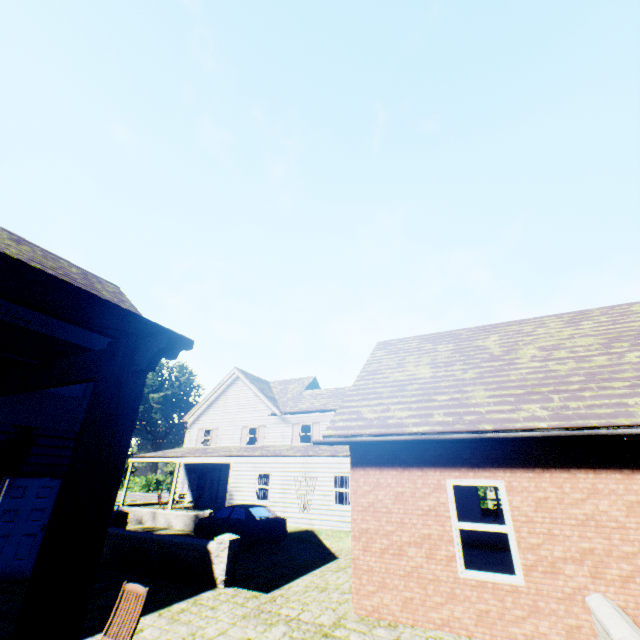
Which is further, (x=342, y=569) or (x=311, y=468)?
(x=311, y=468)

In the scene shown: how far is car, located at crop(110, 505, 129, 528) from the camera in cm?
1506

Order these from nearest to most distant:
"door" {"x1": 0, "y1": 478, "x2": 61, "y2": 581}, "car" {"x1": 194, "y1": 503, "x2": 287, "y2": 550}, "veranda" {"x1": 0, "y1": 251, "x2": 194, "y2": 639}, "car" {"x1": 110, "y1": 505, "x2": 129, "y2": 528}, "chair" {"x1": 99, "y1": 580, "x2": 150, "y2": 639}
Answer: "veranda" {"x1": 0, "y1": 251, "x2": 194, "y2": 639}, "chair" {"x1": 99, "y1": 580, "x2": 150, "y2": 639}, "door" {"x1": 0, "y1": 478, "x2": 61, "y2": 581}, "car" {"x1": 194, "y1": 503, "x2": 287, "y2": 550}, "car" {"x1": 110, "y1": 505, "x2": 129, "y2": 528}

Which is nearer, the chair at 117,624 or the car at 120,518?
the chair at 117,624

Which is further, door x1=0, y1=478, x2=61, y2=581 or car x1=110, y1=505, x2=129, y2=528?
car x1=110, y1=505, x2=129, y2=528

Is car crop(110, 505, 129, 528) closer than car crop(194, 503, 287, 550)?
No

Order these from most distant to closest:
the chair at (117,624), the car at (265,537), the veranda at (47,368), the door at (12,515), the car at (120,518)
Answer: the car at (120,518) < the car at (265,537) < the door at (12,515) < the chair at (117,624) < the veranda at (47,368)
